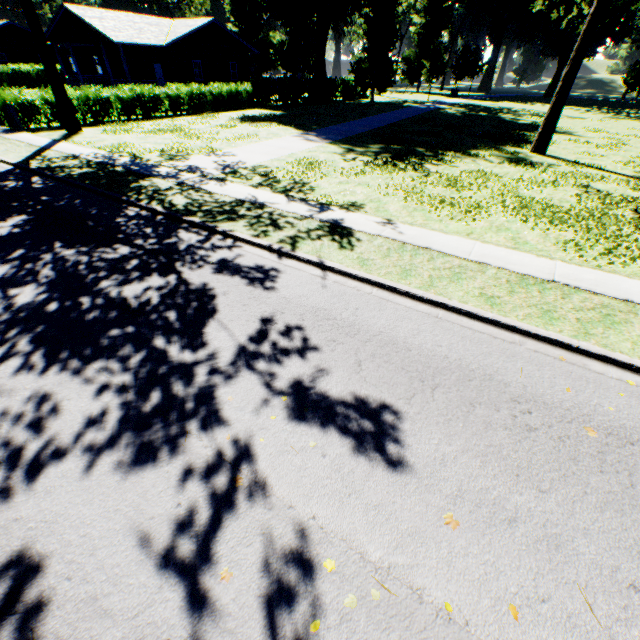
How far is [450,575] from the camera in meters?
2.9

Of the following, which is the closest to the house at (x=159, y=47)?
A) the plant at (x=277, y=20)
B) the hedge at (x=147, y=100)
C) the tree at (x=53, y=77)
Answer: the hedge at (x=147, y=100)

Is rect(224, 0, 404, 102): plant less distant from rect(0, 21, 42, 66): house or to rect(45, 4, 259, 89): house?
rect(45, 4, 259, 89): house

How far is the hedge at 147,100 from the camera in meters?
21.2

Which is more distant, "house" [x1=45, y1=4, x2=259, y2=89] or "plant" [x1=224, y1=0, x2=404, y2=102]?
"plant" [x1=224, y1=0, x2=404, y2=102]

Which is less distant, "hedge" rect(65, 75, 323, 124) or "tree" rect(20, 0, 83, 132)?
"tree" rect(20, 0, 83, 132)

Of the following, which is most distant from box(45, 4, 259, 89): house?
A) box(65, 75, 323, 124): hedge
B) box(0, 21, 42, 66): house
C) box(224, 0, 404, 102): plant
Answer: box(224, 0, 404, 102): plant

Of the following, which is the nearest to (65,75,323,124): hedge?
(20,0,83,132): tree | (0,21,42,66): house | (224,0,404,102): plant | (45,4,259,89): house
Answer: (20,0,83,132): tree
